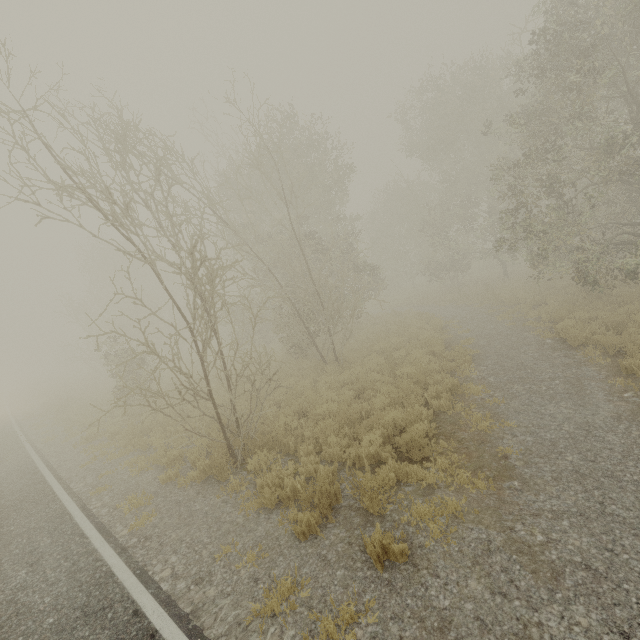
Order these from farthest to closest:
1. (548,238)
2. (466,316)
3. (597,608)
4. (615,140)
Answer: (466,316) < (548,238) < (615,140) < (597,608)
